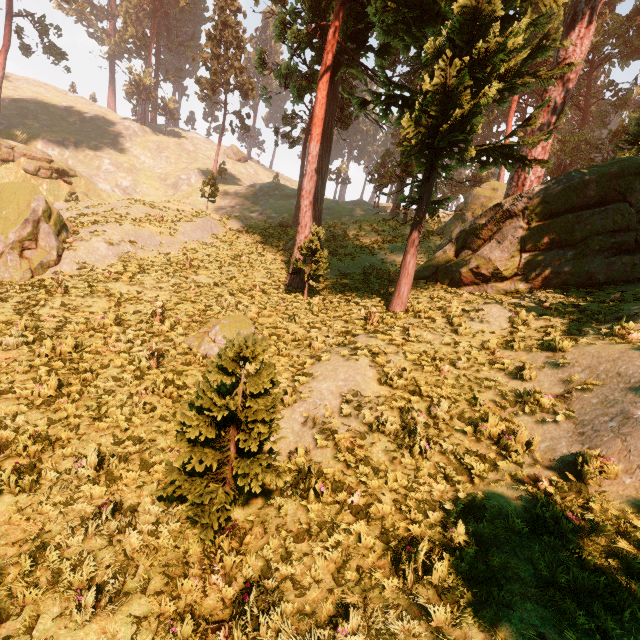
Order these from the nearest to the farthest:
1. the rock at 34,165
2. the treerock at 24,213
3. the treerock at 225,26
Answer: the treerock at 24,213 < the rock at 34,165 < the treerock at 225,26

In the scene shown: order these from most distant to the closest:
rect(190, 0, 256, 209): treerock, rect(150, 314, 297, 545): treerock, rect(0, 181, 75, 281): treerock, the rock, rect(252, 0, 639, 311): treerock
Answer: rect(190, 0, 256, 209): treerock, the rock, rect(0, 181, 75, 281): treerock, rect(252, 0, 639, 311): treerock, rect(150, 314, 297, 545): treerock

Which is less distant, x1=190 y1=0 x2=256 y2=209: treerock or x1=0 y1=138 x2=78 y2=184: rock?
x1=0 y1=138 x2=78 y2=184: rock

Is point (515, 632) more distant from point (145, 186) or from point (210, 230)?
point (145, 186)

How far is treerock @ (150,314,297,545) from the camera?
4.5 meters

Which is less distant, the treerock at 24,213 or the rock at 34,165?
the treerock at 24,213

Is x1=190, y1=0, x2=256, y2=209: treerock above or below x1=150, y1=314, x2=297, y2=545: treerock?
above
